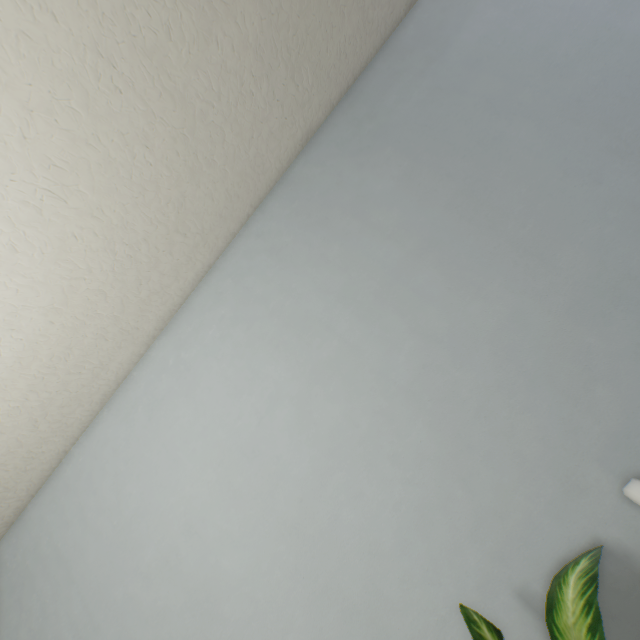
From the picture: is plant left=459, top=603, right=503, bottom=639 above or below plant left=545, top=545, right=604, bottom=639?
above

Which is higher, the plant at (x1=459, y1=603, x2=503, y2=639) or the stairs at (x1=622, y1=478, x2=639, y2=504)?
the plant at (x1=459, y1=603, x2=503, y2=639)

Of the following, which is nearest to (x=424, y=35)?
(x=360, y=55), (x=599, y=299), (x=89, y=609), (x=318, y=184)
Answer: (x=360, y=55)

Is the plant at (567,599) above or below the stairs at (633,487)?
below
